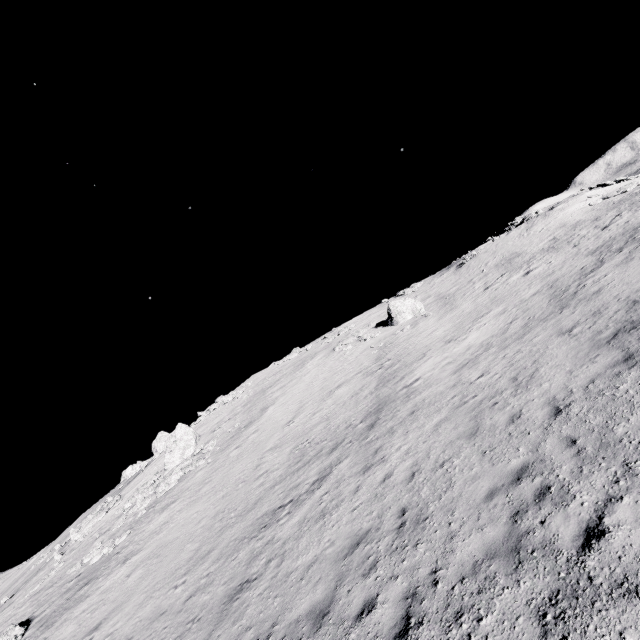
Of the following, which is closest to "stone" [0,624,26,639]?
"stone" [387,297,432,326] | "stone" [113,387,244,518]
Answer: "stone" [113,387,244,518]

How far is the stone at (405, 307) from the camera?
29.36m

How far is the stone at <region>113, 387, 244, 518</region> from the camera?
24.1m

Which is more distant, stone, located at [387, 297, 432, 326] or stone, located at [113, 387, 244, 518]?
stone, located at [387, 297, 432, 326]

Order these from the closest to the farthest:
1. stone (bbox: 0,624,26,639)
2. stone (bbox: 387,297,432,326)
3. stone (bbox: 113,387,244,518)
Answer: stone (bbox: 0,624,26,639) → stone (bbox: 113,387,244,518) → stone (bbox: 387,297,432,326)

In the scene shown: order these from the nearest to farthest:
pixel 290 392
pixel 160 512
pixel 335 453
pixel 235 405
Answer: pixel 335 453, pixel 160 512, pixel 290 392, pixel 235 405

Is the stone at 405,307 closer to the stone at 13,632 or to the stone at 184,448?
the stone at 184,448

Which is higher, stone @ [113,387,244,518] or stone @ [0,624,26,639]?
stone @ [113,387,244,518]
